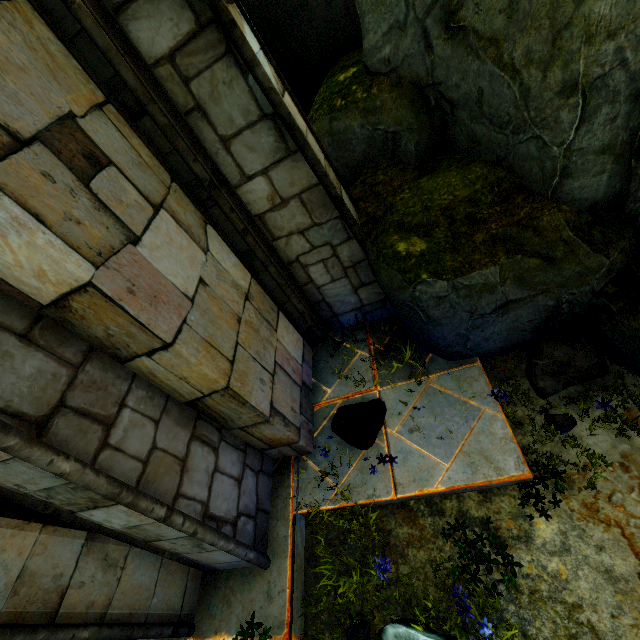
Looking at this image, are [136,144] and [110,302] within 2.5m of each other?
yes

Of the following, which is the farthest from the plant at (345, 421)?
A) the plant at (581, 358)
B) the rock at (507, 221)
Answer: the plant at (581, 358)

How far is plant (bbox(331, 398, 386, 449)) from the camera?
3.42m

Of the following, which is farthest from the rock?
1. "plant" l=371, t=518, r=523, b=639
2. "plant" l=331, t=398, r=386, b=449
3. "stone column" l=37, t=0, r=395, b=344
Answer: "plant" l=371, t=518, r=523, b=639

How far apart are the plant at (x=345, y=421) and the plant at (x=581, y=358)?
1.4 meters

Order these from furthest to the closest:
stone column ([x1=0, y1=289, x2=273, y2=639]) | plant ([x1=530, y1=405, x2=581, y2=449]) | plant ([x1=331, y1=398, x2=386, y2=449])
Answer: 1. plant ([x1=331, y1=398, x2=386, y2=449])
2. plant ([x1=530, y1=405, x2=581, y2=449])
3. stone column ([x1=0, y1=289, x2=273, y2=639])

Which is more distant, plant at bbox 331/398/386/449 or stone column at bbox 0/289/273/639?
plant at bbox 331/398/386/449

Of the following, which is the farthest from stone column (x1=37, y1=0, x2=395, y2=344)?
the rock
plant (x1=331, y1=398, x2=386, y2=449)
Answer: plant (x1=331, y1=398, x2=386, y2=449)
